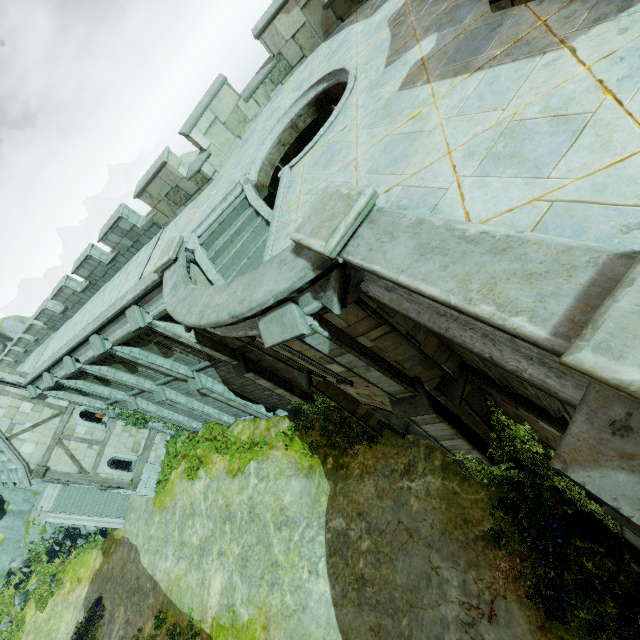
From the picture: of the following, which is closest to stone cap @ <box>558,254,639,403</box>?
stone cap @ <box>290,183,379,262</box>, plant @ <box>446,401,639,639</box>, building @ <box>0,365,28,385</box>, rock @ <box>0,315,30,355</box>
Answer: stone cap @ <box>290,183,379,262</box>

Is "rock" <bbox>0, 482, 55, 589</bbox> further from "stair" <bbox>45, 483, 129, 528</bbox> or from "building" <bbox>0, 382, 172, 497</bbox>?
"building" <bbox>0, 382, 172, 497</bbox>

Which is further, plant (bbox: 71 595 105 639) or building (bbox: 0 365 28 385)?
plant (bbox: 71 595 105 639)

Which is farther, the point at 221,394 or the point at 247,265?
the point at 221,394

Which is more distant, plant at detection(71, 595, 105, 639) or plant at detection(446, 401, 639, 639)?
plant at detection(71, 595, 105, 639)

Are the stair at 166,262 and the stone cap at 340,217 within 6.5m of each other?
yes

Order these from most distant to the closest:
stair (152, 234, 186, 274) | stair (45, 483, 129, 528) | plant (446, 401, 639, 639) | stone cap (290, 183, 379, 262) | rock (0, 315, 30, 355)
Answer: rock (0, 315, 30, 355)
stair (45, 483, 129, 528)
stair (152, 234, 186, 274)
plant (446, 401, 639, 639)
stone cap (290, 183, 379, 262)

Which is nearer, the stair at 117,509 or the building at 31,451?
the building at 31,451
